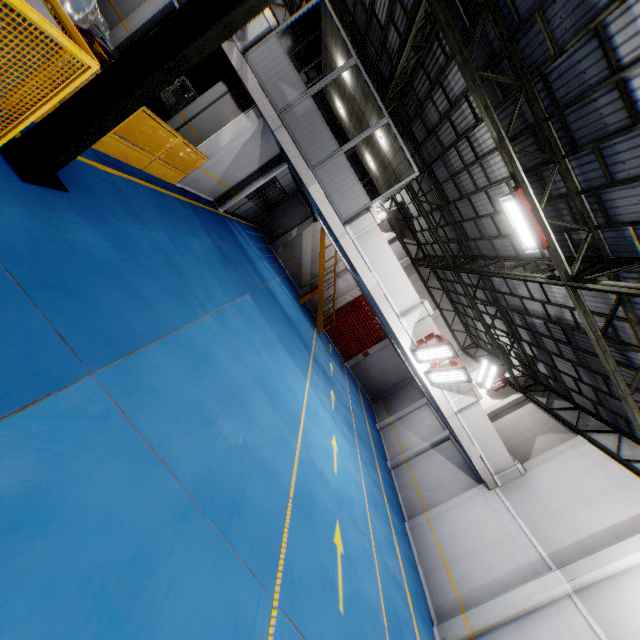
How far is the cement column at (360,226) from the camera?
10.87m

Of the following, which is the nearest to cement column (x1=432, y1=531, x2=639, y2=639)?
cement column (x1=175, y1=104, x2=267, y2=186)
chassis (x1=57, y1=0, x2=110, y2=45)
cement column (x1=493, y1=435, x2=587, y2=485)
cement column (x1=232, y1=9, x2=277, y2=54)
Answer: cement column (x1=493, y1=435, x2=587, y2=485)

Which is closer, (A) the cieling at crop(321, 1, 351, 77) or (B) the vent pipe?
(A) the cieling at crop(321, 1, 351, 77)

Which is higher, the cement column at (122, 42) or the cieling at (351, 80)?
the cieling at (351, 80)

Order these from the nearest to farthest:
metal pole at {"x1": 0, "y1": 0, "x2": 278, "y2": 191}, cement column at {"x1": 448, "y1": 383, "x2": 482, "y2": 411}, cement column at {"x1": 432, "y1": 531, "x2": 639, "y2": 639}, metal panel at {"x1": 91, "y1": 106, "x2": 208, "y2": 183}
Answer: metal pole at {"x1": 0, "y1": 0, "x2": 278, "y2": 191} < metal panel at {"x1": 91, "y1": 106, "x2": 208, "y2": 183} < cement column at {"x1": 432, "y1": 531, "x2": 639, "y2": 639} < cement column at {"x1": 448, "y1": 383, "x2": 482, "y2": 411}

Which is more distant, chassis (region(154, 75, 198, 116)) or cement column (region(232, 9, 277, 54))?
chassis (region(154, 75, 198, 116))

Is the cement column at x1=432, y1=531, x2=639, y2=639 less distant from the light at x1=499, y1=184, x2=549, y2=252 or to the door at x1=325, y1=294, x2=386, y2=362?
the light at x1=499, y1=184, x2=549, y2=252

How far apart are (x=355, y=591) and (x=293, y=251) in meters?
19.7 m
